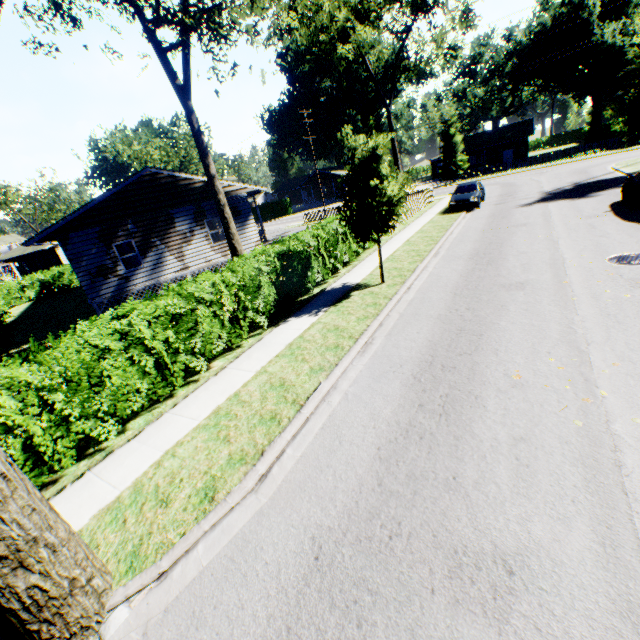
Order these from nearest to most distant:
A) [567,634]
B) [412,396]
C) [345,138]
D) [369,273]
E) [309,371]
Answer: [567,634] < [412,396] < [309,371] < [345,138] < [369,273]

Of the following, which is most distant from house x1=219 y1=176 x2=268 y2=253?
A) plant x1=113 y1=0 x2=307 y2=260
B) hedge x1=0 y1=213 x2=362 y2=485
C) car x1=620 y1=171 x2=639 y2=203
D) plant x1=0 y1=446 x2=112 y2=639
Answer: car x1=620 y1=171 x2=639 y2=203

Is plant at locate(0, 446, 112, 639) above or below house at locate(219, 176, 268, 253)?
below

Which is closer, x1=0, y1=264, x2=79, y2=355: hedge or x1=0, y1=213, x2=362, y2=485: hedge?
x1=0, y1=213, x2=362, y2=485: hedge

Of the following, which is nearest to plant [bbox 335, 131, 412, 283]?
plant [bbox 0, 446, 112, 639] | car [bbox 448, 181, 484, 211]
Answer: plant [bbox 0, 446, 112, 639]

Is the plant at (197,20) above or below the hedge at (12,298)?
above

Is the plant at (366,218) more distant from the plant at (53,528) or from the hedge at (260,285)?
the hedge at (260,285)

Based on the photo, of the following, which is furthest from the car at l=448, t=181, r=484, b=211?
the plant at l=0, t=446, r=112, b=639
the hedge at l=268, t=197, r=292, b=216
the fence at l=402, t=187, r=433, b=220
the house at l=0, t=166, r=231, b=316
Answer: the hedge at l=268, t=197, r=292, b=216
